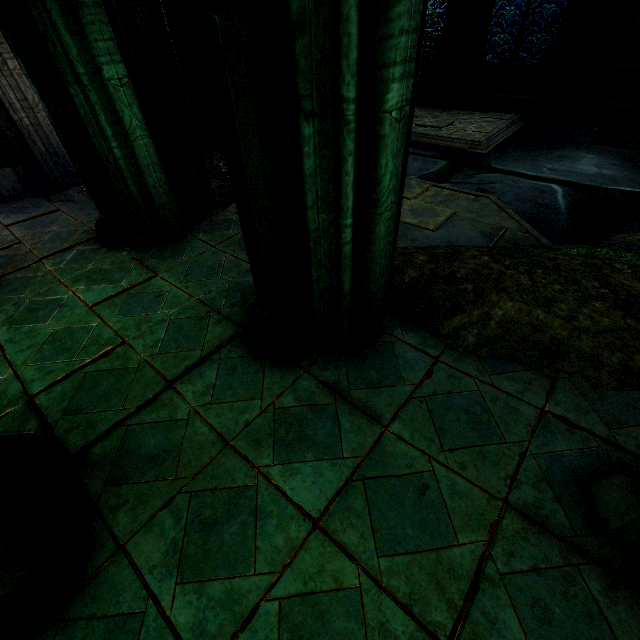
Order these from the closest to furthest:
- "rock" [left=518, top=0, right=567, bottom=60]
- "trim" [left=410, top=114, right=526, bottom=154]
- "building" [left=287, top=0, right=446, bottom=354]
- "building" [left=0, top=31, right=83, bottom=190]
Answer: "building" [left=287, top=0, right=446, bottom=354], "building" [left=0, top=31, right=83, bottom=190], "trim" [left=410, top=114, right=526, bottom=154], "rock" [left=518, top=0, right=567, bottom=60]

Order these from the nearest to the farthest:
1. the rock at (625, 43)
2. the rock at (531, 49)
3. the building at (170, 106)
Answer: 1. the building at (170, 106)
2. the rock at (625, 43)
3. the rock at (531, 49)

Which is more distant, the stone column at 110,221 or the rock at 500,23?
the rock at 500,23

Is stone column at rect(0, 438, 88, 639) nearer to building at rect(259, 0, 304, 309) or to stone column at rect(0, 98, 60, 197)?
building at rect(259, 0, 304, 309)

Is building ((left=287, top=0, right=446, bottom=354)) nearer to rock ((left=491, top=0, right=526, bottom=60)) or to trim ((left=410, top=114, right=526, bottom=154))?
rock ((left=491, top=0, right=526, bottom=60))

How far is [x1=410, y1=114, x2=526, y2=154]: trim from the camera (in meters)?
7.76

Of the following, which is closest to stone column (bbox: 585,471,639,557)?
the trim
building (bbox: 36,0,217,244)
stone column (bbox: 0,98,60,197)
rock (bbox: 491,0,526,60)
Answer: building (bbox: 36,0,217,244)

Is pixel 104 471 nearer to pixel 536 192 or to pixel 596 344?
pixel 596 344
